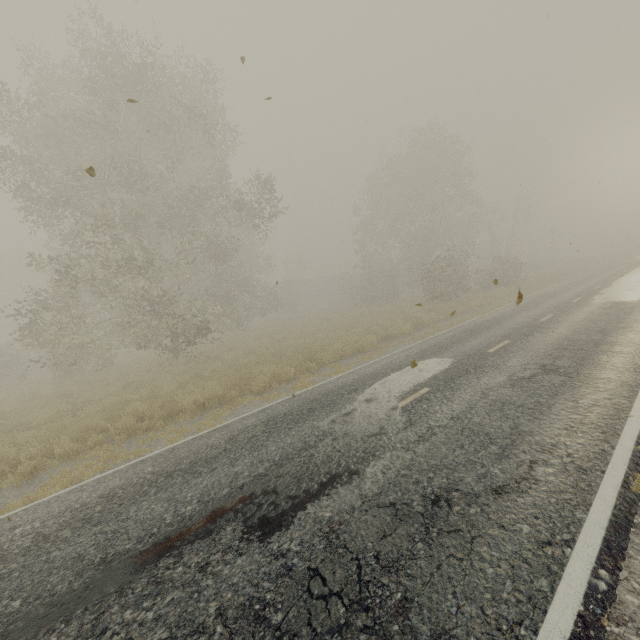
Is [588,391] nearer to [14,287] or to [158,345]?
[158,345]

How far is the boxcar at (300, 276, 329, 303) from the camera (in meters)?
56.31

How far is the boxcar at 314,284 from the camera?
56.3m

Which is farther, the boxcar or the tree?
the boxcar

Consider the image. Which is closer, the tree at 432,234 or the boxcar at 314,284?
the tree at 432,234
